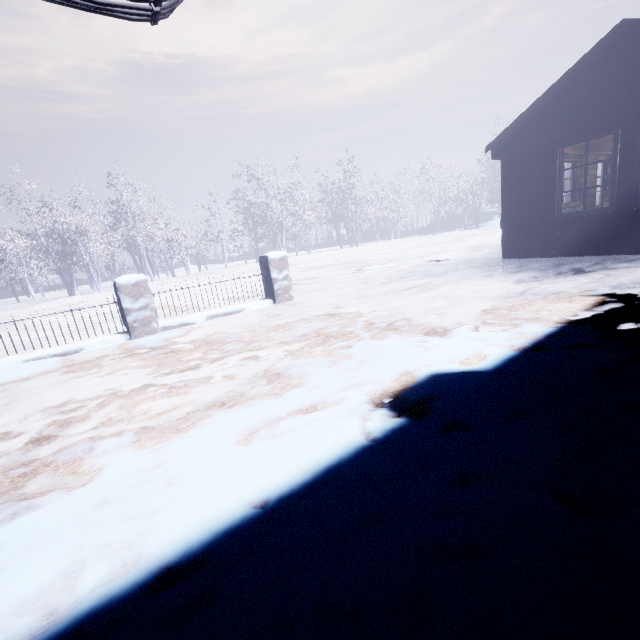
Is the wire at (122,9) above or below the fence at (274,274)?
above

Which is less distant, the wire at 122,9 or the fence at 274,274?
the wire at 122,9

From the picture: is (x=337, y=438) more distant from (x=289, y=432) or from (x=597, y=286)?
(x=597, y=286)

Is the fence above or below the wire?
below

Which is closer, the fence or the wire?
the wire
